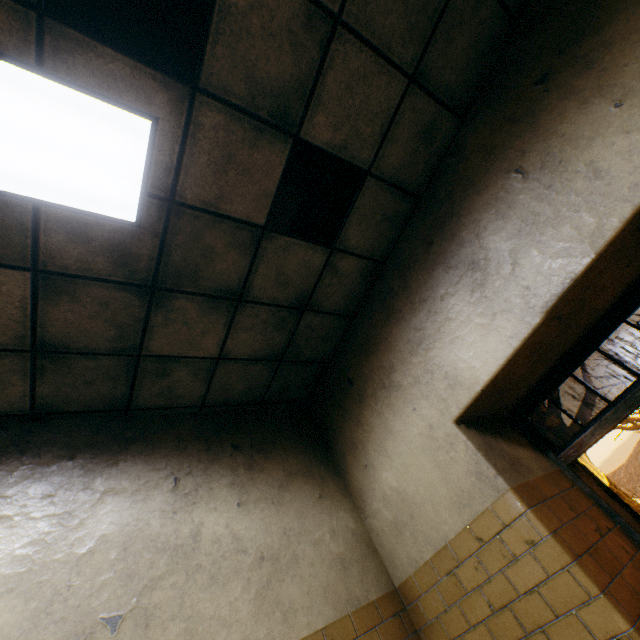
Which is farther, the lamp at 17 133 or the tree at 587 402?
the tree at 587 402

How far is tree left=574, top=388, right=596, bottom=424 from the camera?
11.6m

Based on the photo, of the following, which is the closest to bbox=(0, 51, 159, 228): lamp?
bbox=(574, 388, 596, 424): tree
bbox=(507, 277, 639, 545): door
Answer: bbox=(507, 277, 639, 545): door

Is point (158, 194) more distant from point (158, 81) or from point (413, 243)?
point (413, 243)

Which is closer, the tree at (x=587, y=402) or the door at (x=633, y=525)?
the door at (x=633, y=525)

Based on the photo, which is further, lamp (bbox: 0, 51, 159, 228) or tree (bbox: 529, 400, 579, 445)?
tree (bbox: 529, 400, 579, 445)
